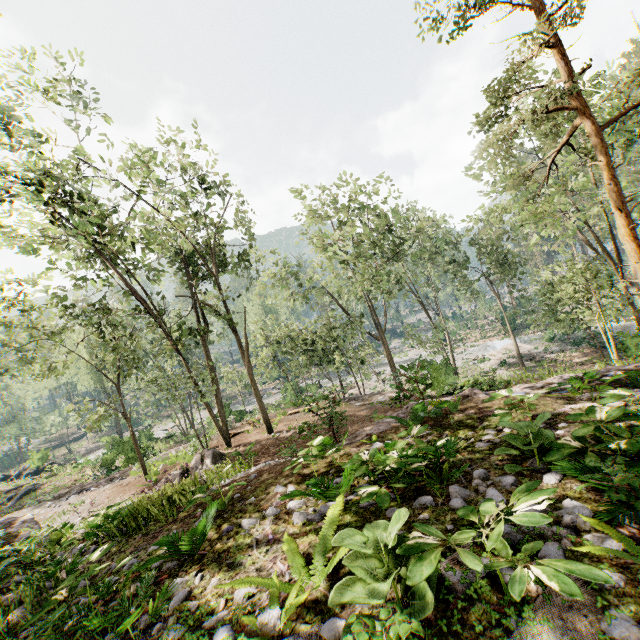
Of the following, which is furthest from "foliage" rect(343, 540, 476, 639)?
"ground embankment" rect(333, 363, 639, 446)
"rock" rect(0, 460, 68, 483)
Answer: "ground embankment" rect(333, 363, 639, 446)

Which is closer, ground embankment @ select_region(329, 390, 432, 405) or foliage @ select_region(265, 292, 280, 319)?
ground embankment @ select_region(329, 390, 432, 405)

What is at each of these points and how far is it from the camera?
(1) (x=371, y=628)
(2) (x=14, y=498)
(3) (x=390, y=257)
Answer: (1) foliage, 2.01m
(2) foliage, 29.27m
(3) foliage, 28.33m

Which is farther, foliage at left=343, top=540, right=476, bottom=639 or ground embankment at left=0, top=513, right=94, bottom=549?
ground embankment at left=0, top=513, right=94, bottom=549

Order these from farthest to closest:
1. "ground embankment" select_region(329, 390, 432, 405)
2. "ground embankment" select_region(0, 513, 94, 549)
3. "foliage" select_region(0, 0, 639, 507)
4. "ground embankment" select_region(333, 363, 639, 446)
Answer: "ground embankment" select_region(329, 390, 432, 405) → "foliage" select_region(0, 0, 639, 507) → "ground embankment" select_region(0, 513, 94, 549) → "ground embankment" select_region(333, 363, 639, 446)

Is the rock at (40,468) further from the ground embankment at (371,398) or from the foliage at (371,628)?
the ground embankment at (371,398)

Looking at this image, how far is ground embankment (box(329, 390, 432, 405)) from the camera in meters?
15.9

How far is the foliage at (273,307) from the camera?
27.6 meters
